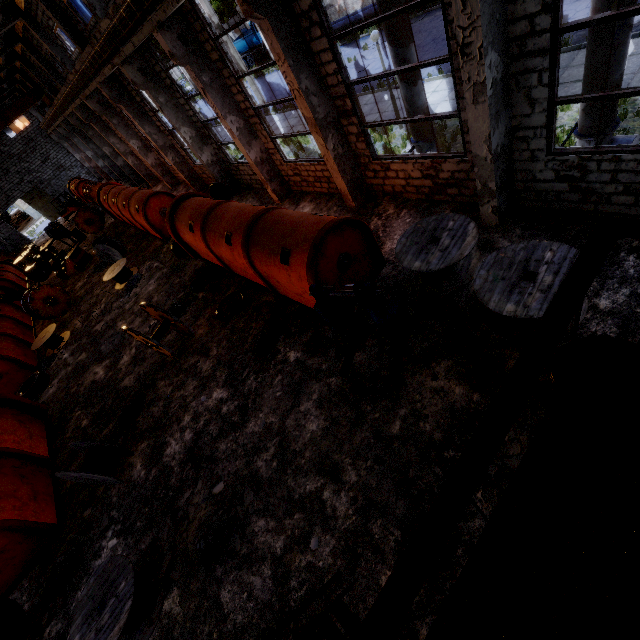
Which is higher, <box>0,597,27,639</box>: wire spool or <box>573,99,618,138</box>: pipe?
<box>573,99,618,138</box>: pipe

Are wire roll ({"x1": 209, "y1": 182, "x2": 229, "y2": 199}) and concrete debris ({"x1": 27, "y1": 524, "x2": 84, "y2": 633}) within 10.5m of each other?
no

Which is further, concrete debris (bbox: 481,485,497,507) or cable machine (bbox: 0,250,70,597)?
cable machine (bbox: 0,250,70,597)

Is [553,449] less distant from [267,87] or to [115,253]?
[115,253]

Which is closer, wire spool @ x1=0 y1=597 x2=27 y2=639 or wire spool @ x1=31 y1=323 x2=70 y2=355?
wire spool @ x1=0 y1=597 x2=27 y2=639

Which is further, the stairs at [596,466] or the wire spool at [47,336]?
the wire spool at [47,336]

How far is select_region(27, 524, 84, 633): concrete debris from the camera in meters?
7.5

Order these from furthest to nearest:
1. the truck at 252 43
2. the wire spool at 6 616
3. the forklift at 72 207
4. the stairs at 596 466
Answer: the truck at 252 43 < the forklift at 72 207 < the wire spool at 6 616 < the stairs at 596 466
